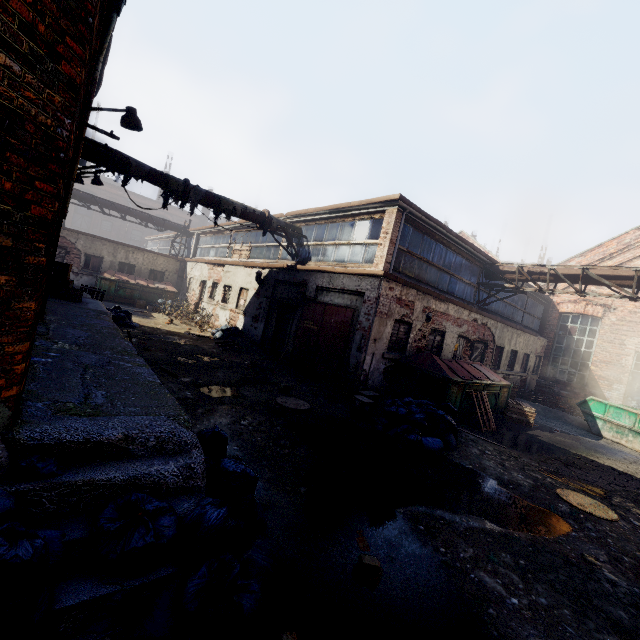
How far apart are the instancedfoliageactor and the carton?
4.6m

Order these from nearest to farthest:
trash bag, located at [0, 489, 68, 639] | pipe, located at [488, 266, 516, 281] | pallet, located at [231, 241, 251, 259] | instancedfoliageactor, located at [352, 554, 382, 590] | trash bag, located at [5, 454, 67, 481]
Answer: trash bag, located at [0, 489, 68, 639]
trash bag, located at [5, 454, 67, 481]
instancedfoliageactor, located at [352, 554, 382, 590]
pipe, located at [488, 266, 516, 281]
pallet, located at [231, 241, 251, 259]

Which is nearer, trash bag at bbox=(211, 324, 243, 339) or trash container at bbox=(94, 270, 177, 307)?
trash bag at bbox=(211, 324, 243, 339)

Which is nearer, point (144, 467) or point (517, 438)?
point (144, 467)

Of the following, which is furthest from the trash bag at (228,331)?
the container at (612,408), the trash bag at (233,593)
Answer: the container at (612,408)

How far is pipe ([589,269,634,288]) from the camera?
10.6m

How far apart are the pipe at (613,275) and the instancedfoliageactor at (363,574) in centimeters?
1272cm

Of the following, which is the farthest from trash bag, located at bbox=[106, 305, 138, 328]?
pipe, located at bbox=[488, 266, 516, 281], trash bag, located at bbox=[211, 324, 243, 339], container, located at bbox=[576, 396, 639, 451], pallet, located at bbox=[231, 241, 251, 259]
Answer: container, located at bbox=[576, 396, 639, 451]
